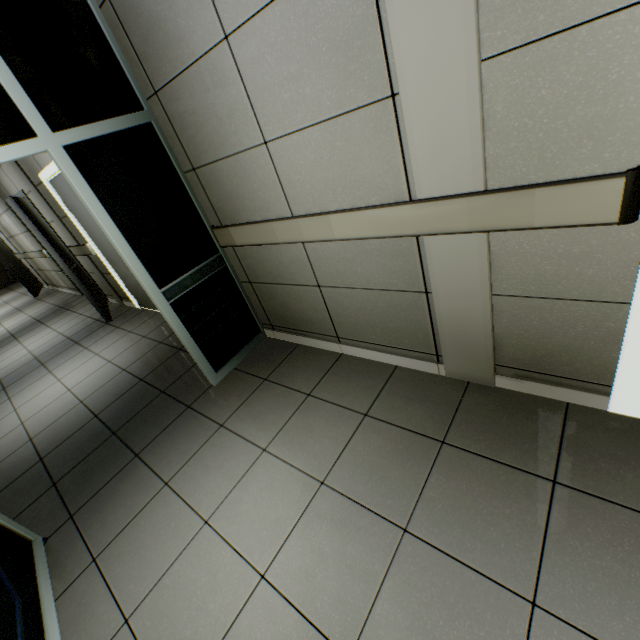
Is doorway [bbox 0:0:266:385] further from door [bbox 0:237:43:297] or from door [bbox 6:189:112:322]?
door [bbox 0:237:43:297]

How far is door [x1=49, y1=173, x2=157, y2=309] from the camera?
4.1m

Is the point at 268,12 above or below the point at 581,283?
above

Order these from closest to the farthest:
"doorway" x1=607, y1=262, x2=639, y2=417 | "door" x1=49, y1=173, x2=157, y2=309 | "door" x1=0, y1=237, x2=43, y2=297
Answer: "doorway" x1=607, y1=262, x2=639, y2=417 → "door" x1=49, y1=173, x2=157, y2=309 → "door" x1=0, y1=237, x2=43, y2=297

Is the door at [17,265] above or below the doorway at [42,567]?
above

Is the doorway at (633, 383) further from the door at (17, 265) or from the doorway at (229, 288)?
the door at (17, 265)

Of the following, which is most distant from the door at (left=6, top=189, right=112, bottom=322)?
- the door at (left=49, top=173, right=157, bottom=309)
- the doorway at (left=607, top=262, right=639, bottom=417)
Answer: the doorway at (left=607, top=262, right=639, bottom=417)

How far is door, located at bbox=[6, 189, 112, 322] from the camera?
4.4m
